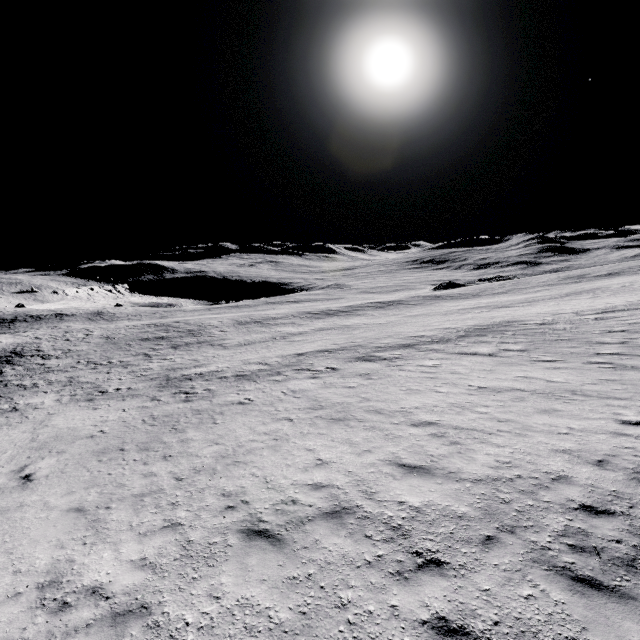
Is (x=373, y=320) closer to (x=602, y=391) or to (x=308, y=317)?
(x=308, y=317)
